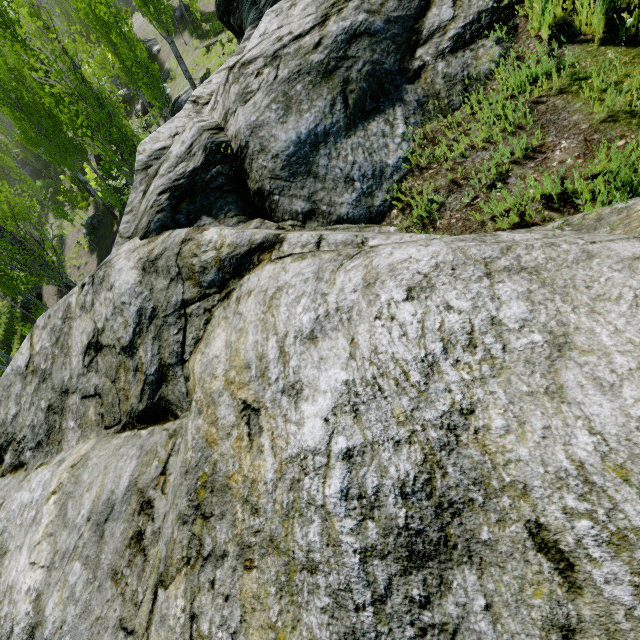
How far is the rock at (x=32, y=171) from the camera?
40.28m

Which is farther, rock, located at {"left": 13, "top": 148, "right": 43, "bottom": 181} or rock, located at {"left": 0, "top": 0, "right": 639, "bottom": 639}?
rock, located at {"left": 13, "top": 148, "right": 43, "bottom": 181}

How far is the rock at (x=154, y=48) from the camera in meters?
27.2 m

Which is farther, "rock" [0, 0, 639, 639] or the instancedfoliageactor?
the instancedfoliageactor

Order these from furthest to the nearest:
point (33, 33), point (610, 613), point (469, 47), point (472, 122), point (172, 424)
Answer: point (33, 33) < point (469, 47) < point (472, 122) < point (172, 424) < point (610, 613)

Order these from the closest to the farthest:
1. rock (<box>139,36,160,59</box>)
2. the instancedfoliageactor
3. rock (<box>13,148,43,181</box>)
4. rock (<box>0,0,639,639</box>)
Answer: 1. rock (<box>0,0,639,639</box>)
2. the instancedfoliageactor
3. rock (<box>139,36,160,59</box>)
4. rock (<box>13,148,43,181</box>)

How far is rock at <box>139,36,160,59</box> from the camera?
27.2 meters

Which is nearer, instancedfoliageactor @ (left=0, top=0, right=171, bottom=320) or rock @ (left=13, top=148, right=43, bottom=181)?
instancedfoliageactor @ (left=0, top=0, right=171, bottom=320)
